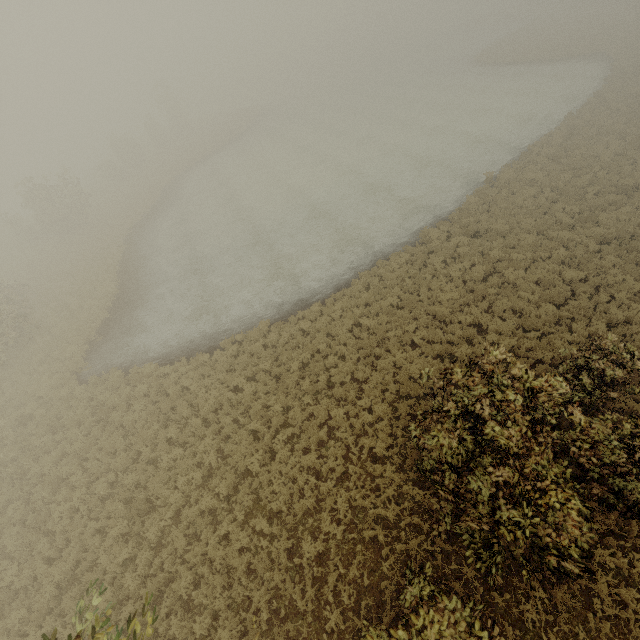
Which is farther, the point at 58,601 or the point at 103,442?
the point at 103,442
